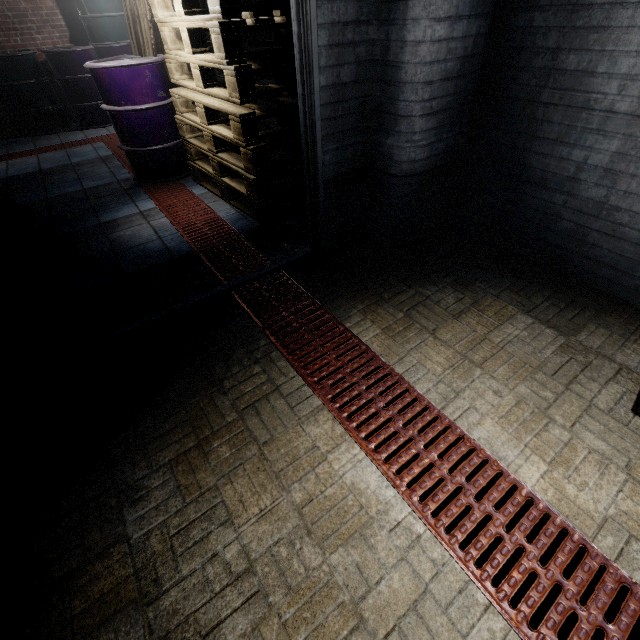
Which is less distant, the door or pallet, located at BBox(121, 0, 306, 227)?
the door

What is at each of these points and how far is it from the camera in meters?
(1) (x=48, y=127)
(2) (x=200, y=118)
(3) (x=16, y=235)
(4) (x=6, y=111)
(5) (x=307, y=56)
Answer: (1) barrel, 5.3
(2) pallet, 2.7
(3) pallet, 2.3
(4) pallet, 5.0
(5) door, 1.6

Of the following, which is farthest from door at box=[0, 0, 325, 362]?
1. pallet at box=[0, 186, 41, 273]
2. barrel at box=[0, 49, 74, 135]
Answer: barrel at box=[0, 49, 74, 135]

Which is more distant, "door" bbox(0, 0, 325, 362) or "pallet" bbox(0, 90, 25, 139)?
"pallet" bbox(0, 90, 25, 139)

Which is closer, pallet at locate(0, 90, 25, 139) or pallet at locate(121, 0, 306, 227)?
pallet at locate(121, 0, 306, 227)

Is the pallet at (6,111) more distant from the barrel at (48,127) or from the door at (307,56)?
the door at (307,56)

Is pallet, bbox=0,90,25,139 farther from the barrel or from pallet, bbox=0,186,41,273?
pallet, bbox=0,186,41,273

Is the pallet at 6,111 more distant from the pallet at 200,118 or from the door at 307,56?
the door at 307,56
